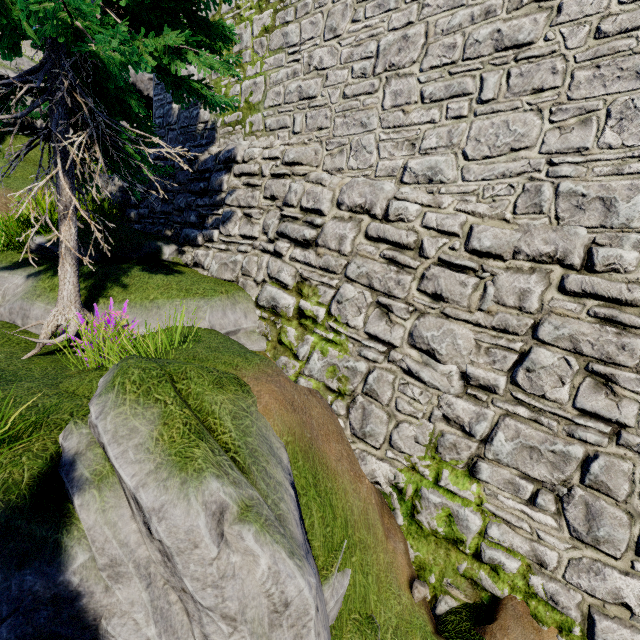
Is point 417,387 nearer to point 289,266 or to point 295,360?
point 295,360

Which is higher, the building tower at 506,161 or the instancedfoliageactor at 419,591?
the building tower at 506,161

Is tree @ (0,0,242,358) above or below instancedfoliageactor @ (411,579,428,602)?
above

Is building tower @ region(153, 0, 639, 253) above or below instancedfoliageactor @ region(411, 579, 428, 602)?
above

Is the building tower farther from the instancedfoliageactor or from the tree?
the instancedfoliageactor

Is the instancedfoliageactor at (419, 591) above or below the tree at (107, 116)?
below

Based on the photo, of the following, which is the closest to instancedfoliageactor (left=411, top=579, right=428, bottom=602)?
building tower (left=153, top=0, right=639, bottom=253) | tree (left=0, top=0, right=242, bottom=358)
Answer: building tower (left=153, top=0, right=639, bottom=253)
